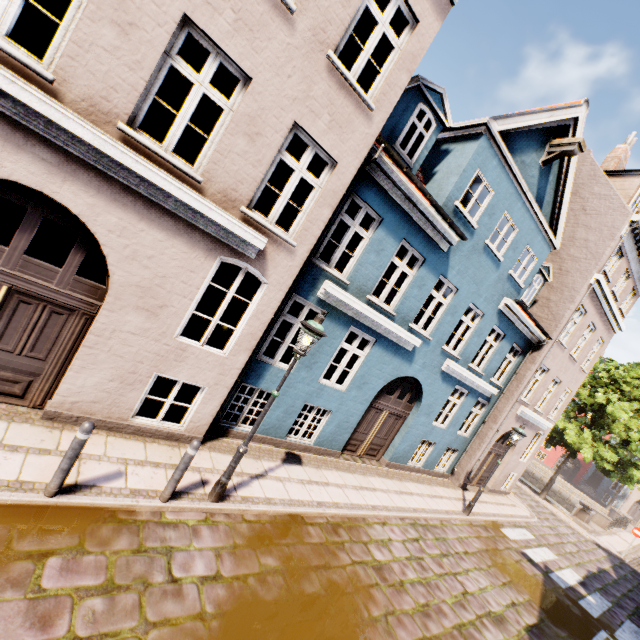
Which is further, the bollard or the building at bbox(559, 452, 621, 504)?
the building at bbox(559, 452, 621, 504)

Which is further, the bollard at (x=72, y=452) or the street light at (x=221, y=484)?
the street light at (x=221, y=484)

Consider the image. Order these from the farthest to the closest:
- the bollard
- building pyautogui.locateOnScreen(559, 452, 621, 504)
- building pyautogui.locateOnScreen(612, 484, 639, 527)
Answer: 1. building pyautogui.locateOnScreen(559, 452, 621, 504)
2. building pyautogui.locateOnScreen(612, 484, 639, 527)
3. the bollard

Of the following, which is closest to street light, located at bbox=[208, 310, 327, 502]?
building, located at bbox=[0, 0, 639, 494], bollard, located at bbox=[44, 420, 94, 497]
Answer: building, located at bbox=[0, 0, 639, 494]

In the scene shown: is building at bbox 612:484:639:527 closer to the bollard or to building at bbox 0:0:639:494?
building at bbox 0:0:639:494

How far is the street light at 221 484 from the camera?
5.3m

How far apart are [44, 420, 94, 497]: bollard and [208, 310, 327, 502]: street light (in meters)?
2.21

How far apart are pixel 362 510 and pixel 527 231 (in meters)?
10.21
